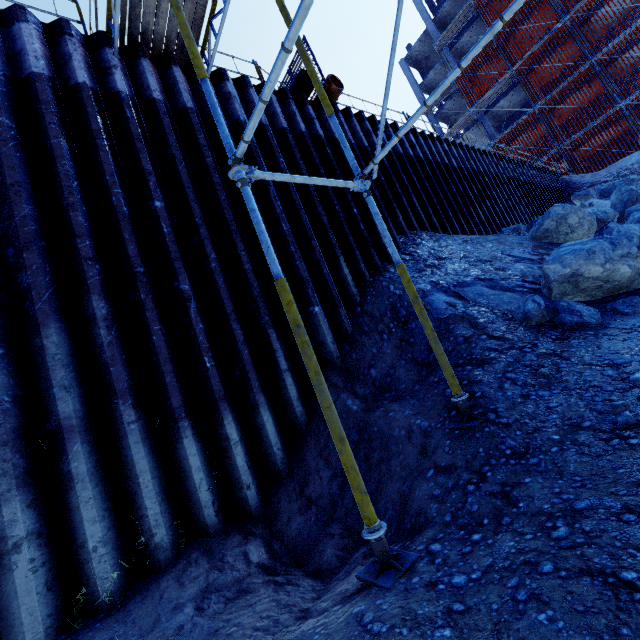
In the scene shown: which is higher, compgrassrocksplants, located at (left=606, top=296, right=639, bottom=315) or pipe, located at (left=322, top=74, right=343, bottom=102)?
pipe, located at (left=322, top=74, right=343, bottom=102)

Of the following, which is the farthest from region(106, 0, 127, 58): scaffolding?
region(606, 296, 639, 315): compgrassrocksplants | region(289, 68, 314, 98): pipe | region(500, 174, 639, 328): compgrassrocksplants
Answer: region(500, 174, 639, 328): compgrassrocksplants

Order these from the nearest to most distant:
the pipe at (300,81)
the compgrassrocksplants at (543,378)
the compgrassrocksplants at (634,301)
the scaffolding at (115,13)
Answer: the compgrassrocksplants at (543,378) < the compgrassrocksplants at (634,301) < the scaffolding at (115,13) < the pipe at (300,81)

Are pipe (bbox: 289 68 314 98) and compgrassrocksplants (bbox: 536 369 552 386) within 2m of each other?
no

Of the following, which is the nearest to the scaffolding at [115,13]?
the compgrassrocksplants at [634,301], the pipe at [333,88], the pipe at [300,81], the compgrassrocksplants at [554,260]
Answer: the pipe at [333,88]

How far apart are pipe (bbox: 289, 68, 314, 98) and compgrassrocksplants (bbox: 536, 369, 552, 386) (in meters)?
7.76

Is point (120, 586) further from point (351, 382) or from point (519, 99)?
point (519, 99)

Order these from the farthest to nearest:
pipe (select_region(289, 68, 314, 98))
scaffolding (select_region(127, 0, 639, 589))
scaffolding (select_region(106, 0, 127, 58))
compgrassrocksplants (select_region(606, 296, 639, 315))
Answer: pipe (select_region(289, 68, 314, 98)) < scaffolding (select_region(106, 0, 127, 58)) < compgrassrocksplants (select_region(606, 296, 639, 315)) < scaffolding (select_region(127, 0, 639, 589))
